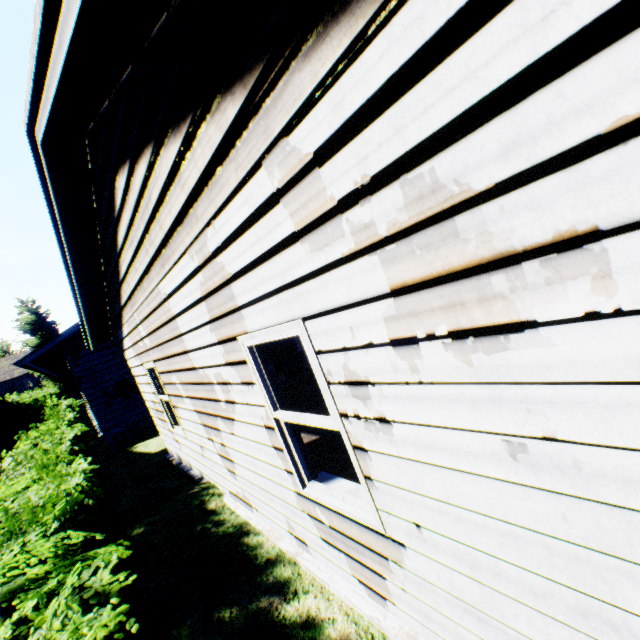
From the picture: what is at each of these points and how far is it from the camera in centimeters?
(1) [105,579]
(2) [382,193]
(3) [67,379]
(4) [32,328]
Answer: (1) hedge, 216cm
(2) house, 135cm
(3) tree, 3347cm
(4) tree, 3247cm

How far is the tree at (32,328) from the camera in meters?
32.0

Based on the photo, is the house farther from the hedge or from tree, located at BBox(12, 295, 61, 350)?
tree, located at BBox(12, 295, 61, 350)

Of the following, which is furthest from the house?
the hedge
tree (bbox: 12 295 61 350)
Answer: tree (bbox: 12 295 61 350)

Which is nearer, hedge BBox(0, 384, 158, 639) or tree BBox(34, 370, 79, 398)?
hedge BBox(0, 384, 158, 639)

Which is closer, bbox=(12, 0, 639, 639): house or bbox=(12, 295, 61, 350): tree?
bbox=(12, 0, 639, 639): house
